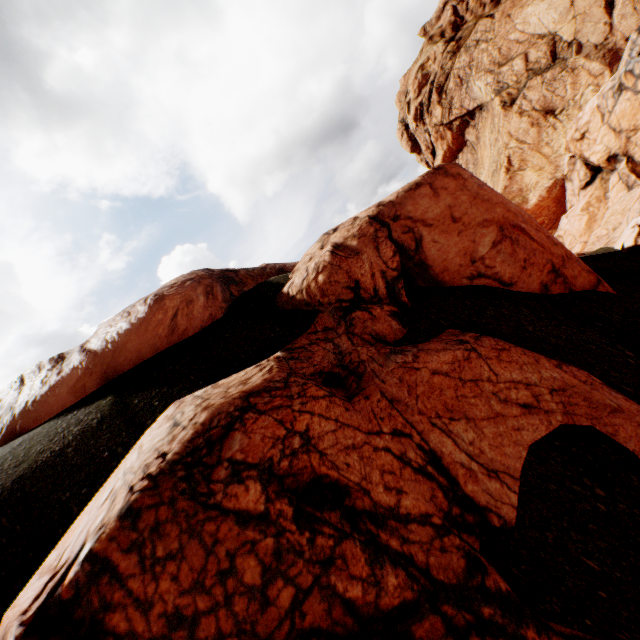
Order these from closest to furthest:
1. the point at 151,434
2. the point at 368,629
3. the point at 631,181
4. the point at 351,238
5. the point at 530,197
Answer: the point at 368,629
the point at 151,434
the point at 351,238
the point at 631,181
the point at 530,197
